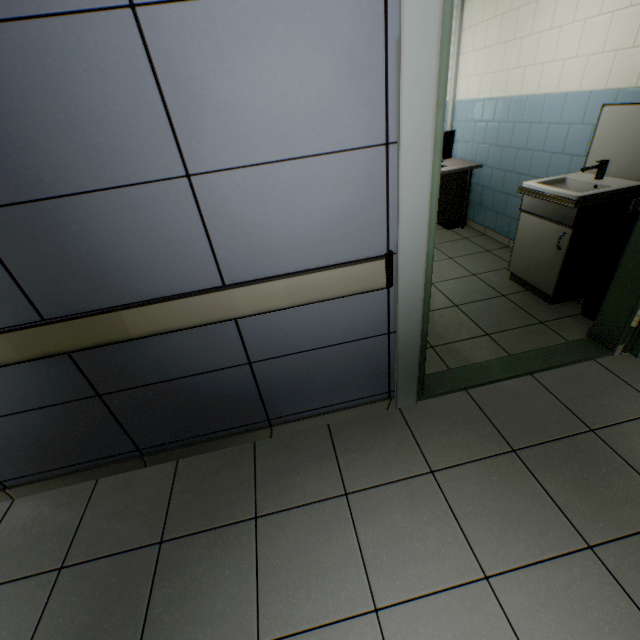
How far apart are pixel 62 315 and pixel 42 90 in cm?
88

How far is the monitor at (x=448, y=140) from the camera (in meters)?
4.20

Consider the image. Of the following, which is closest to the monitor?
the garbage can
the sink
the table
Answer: the table

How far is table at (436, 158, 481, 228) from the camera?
4.3 meters

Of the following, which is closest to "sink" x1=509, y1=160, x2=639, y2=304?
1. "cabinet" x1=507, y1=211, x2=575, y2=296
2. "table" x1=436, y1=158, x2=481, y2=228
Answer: "cabinet" x1=507, y1=211, x2=575, y2=296

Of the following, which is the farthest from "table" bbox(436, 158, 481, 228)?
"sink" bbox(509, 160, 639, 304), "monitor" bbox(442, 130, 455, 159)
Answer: "sink" bbox(509, 160, 639, 304)

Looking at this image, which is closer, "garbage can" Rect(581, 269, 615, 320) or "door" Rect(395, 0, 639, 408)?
"door" Rect(395, 0, 639, 408)

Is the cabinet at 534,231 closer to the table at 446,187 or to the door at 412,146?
the door at 412,146
